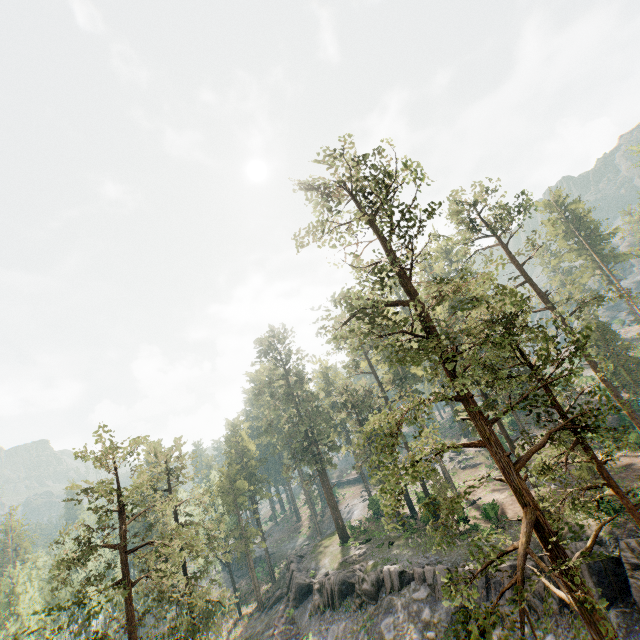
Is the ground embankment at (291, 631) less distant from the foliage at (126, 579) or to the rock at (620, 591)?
the rock at (620, 591)

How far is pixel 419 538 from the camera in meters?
34.3

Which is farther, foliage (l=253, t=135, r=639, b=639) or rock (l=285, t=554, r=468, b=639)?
rock (l=285, t=554, r=468, b=639)

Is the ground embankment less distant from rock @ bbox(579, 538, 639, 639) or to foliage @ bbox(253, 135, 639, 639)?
rock @ bbox(579, 538, 639, 639)

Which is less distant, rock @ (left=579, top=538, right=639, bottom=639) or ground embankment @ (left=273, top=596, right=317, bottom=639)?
rock @ (left=579, top=538, right=639, bottom=639)

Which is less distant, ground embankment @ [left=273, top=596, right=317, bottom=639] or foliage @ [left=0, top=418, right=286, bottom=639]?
foliage @ [left=0, top=418, right=286, bottom=639]

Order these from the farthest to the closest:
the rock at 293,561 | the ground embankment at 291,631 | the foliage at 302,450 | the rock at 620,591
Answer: the ground embankment at 291,631, the rock at 293,561, the rock at 620,591, the foliage at 302,450
